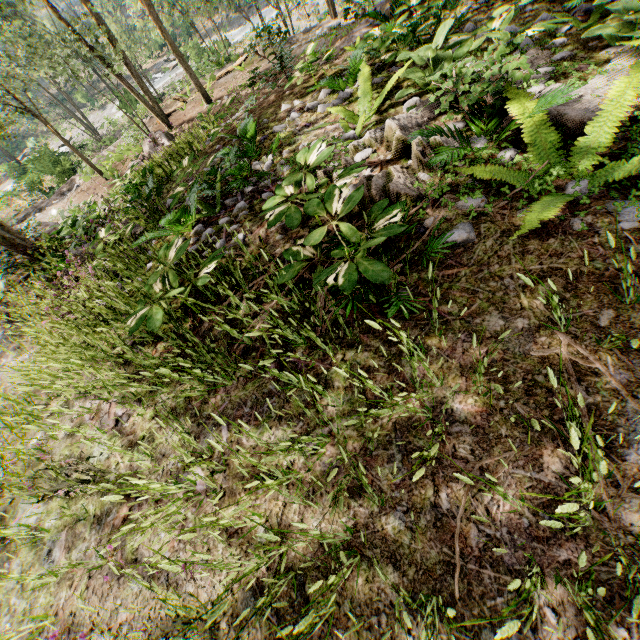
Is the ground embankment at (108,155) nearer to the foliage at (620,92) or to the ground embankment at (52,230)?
the foliage at (620,92)

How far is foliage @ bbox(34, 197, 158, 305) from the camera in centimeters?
457cm

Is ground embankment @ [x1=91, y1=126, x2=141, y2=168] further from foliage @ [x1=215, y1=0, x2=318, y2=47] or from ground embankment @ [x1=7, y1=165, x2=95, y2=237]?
ground embankment @ [x1=7, y1=165, x2=95, y2=237]

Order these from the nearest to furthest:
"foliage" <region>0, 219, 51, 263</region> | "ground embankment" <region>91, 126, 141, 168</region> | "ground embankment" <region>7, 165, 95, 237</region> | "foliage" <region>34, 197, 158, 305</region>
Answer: "foliage" <region>34, 197, 158, 305</region> → "foliage" <region>0, 219, 51, 263</region> → "ground embankment" <region>7, 165, 95, 237</region> → "ground embankment" <region>91, 126, 141, 168</region>

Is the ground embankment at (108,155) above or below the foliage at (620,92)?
below

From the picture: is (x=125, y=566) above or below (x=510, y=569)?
above

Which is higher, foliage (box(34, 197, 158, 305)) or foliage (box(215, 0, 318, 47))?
foliage (box(34, 197, 158, 305))
